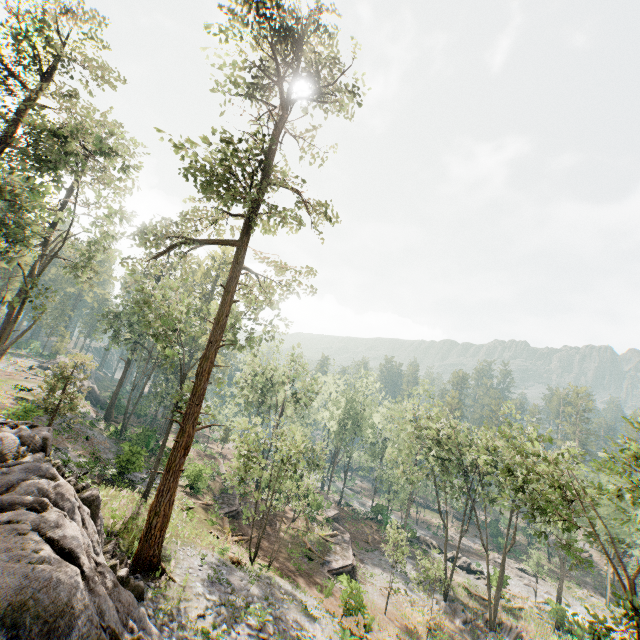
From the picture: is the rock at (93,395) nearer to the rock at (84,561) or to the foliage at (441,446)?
the foliage at (441,446)

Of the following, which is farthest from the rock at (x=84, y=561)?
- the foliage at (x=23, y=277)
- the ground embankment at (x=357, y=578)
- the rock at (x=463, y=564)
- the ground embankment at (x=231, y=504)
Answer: the rock at (x=463, y=564)

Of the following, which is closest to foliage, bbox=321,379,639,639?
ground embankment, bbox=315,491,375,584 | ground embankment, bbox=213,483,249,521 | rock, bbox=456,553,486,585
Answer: rock, bbox=456,553,486,585

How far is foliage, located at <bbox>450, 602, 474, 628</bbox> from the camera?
29.6m

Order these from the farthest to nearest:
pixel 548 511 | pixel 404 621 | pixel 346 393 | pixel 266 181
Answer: pixel 346 393
pixel 548 511
pixel 404 621
pixel 266 181

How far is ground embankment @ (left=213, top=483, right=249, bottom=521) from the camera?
30.27m

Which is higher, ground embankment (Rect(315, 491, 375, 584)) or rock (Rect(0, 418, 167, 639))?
rock (Rect(0, 418, 167, 639))

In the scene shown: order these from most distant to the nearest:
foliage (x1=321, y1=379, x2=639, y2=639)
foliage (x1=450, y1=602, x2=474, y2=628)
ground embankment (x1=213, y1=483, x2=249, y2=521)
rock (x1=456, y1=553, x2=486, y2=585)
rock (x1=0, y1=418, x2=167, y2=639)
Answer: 1. rock (x1=456, y1=553, x2=486, y2=585)
2. ground embankment (x1=213, y1=483, x2=249, y2=521)
3. foliage (x1=450, y1=602, x2=474, y2=628)
4. foliage (x1=321, y1=379, x2=639, y2=639)
5. rock (x1=0, y1=418, x2=167, y2=639)
